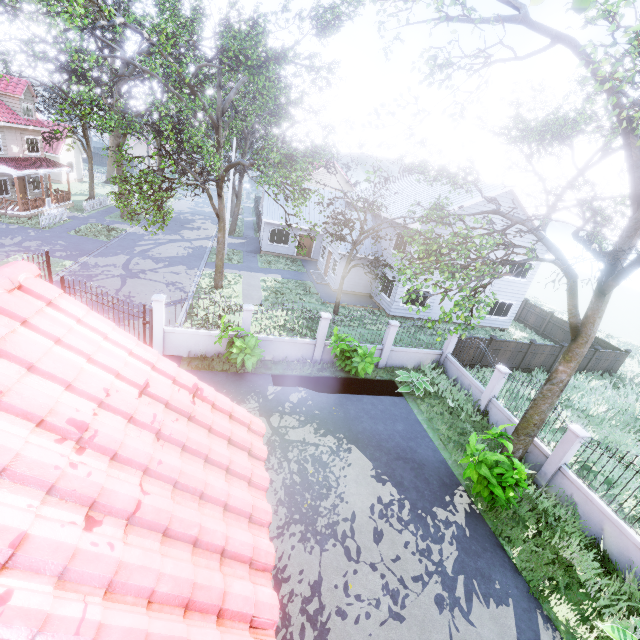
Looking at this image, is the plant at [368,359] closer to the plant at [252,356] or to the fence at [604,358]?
the fence at [604,358]

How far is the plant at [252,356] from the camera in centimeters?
1170cm

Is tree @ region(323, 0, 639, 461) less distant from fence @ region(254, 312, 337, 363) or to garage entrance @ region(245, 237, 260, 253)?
garage entrance @ region(245, 237, 260, 253)

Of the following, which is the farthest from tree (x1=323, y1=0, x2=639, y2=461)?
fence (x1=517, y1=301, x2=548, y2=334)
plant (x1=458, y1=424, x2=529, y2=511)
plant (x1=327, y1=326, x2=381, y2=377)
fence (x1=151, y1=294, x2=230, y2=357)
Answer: plant (x1=458, y1=424, x2=529, y2=511)

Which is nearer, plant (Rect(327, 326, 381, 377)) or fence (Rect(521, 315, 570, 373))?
plant (Rect(327, 326, 381, 377))

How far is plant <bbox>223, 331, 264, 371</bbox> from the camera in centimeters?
→ 1170cm

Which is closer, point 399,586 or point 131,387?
point 131,387

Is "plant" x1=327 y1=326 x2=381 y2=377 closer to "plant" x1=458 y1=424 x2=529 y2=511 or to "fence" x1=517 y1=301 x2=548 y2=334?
"plant" x1=458 y1=424 x2=529 y2=511
